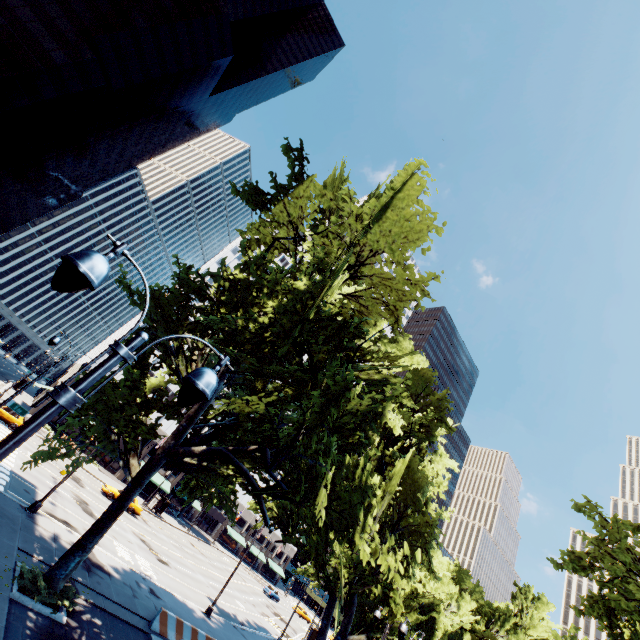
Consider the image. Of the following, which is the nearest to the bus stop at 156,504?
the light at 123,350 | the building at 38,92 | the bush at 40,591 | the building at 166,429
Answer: the building at 166,429

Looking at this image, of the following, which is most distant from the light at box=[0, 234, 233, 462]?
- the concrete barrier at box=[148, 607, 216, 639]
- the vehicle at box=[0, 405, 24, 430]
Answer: the vehicle at box=[0, 405, 24, 430]

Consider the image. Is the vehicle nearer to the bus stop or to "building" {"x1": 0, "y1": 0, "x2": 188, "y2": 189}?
the bus stop

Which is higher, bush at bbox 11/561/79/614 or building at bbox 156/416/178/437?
building at bbox 156/416/178/437

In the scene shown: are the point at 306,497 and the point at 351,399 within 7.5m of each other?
yes

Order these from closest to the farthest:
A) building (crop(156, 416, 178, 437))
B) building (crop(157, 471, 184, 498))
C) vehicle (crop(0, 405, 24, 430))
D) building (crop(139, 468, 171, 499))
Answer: vehicle (crop(0, 405, 24, 430)), building (crop(139, 468, 171, 499)), building (crop(157, 471, 184, 498)), building (crop(156, 416, 178, 437))

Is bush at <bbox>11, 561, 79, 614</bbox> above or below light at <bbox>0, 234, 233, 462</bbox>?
below

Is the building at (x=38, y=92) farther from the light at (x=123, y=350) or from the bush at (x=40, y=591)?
the light at (x=123, y=350)
